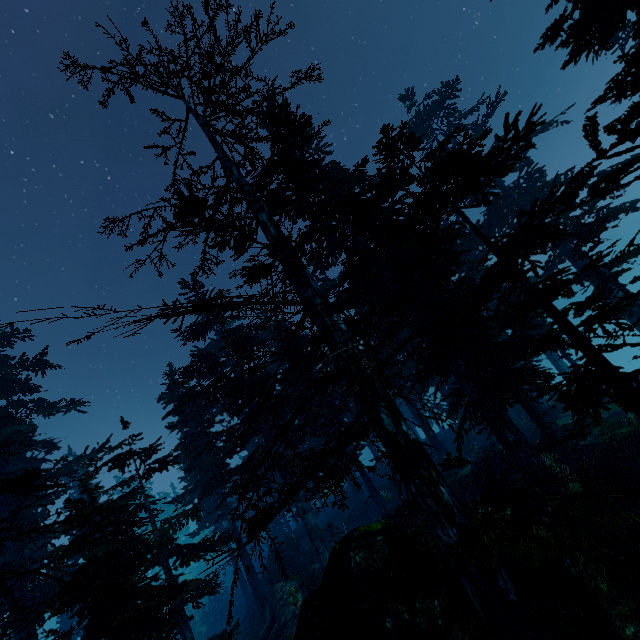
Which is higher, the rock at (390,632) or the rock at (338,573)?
the rock at (338,573)

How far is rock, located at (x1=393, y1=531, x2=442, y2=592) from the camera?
7.9 meters

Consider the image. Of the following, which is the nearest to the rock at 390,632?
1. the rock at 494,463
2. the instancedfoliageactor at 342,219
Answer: the instancedfoliageactor at 342,219

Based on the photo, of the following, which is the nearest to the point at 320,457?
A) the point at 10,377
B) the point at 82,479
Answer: the point at 82,479

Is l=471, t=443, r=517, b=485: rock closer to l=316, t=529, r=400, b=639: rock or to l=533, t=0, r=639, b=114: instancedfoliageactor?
l=533, t=0, r=639, b=114: instancedfoliageactor

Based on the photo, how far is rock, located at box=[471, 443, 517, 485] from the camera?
17.12m

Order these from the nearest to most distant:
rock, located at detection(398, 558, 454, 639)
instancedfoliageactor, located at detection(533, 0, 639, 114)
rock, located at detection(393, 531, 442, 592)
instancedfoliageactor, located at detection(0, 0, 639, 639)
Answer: instancedfoliageactor, located at detection(0, 0, 639, 639), rock, located at detection(398, 558, 454, 639), rock, located at detection(393, 531, 442, 592), instancedfoliageactor, located at detection(533, 0, 639, 114)
